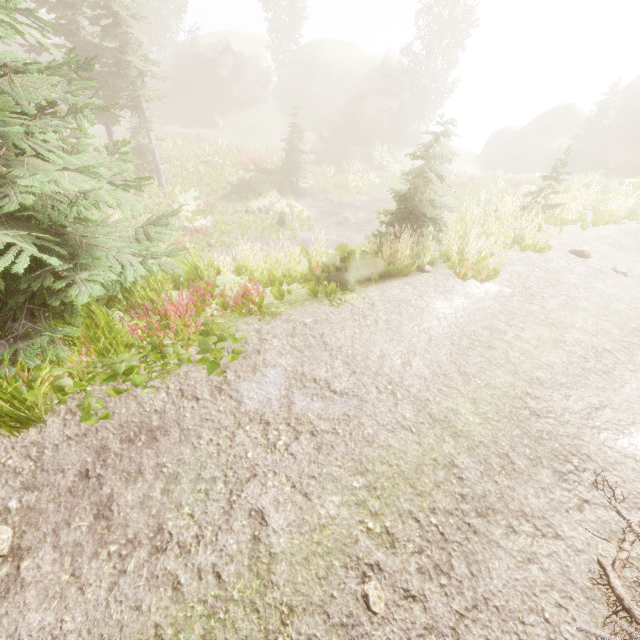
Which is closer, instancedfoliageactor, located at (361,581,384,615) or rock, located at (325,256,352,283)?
instancedfoliageactor, located at (361,581,384,615)

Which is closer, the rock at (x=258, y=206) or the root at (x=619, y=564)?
the root at (x=619, y=564)

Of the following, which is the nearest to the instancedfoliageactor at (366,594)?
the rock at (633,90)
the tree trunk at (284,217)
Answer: the rock at (633,90)

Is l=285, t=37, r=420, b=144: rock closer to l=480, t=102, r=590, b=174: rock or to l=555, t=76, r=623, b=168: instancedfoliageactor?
l=555, t=76, r=623, b=168: instancedfoliageactor

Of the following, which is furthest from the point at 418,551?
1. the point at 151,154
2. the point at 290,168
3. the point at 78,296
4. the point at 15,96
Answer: the point at 290,168

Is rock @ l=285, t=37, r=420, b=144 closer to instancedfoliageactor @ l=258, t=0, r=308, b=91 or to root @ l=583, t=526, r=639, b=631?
instancedfoliageactor @ l=258, t=0, r=308, b=91

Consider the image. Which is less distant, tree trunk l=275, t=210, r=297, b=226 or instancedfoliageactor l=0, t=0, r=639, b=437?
instancedfoliageactor l=0, t=0, r=639, b=437

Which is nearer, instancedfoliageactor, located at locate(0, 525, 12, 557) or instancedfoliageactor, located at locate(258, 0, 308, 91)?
instancedfoliageactor, located at locate(0, 525, 12, 557)
